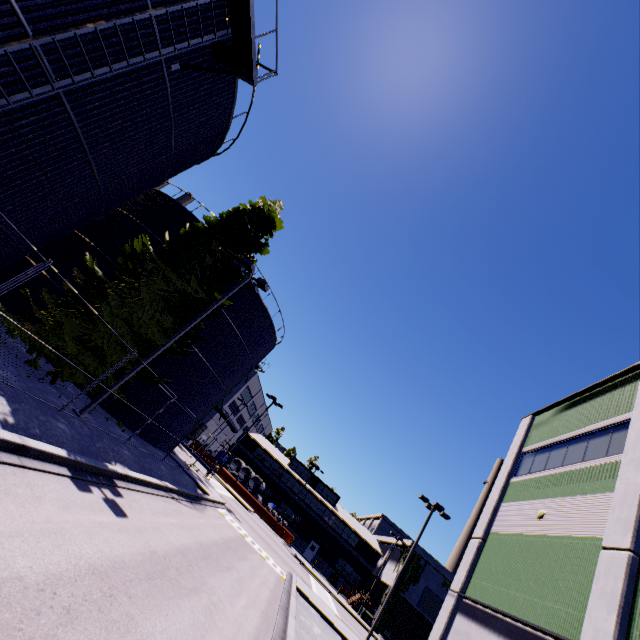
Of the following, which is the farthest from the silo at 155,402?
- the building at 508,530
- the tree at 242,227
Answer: the building at 508,530

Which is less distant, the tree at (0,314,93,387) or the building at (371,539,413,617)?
the tree at (0,314,93,387)

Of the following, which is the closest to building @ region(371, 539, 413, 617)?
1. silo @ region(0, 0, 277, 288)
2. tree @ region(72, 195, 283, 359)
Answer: tree @ region(72, 195, 283, 359)

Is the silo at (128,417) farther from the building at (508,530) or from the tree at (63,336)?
the building at (508,530)

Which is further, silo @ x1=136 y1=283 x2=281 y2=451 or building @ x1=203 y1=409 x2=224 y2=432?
building @ x1=203 y1=409 x2=224 y2=432

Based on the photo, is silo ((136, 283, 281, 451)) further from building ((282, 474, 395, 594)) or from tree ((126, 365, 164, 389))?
building ((282, 474, 395, 594))

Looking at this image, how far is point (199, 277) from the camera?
17.6m

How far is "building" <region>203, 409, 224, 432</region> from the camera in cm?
5016
